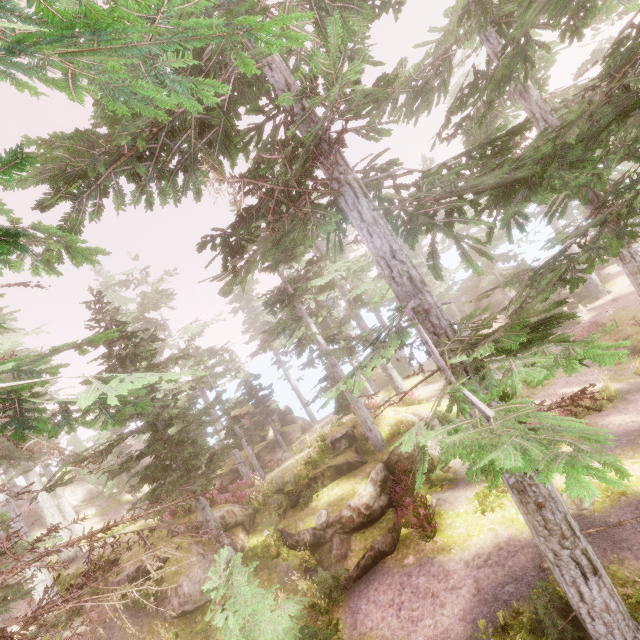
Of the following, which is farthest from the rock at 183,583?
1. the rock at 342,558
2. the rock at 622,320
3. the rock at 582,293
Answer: the rock at 582,293

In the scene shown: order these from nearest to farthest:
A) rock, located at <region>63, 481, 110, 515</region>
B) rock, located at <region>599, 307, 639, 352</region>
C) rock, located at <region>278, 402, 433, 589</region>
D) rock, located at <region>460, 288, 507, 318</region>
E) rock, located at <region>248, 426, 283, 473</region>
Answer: rock, located at <region>278, 402, 433, 589</region> → rock, located at <region>599, 307, 639, 352</region> → rock, located at <region>63, 481, 110, 515</region> → rock, located at <region>248, 426, 283, 473</region> → rock, located at <region>460, 288, 507, 318</region>

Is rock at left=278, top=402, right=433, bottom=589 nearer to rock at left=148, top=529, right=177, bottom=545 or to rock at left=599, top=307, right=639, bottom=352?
rock at left=148, top=529, right=177, bottom=545

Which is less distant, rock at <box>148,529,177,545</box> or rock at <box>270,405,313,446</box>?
rock at <box>148,529,177,545</box>

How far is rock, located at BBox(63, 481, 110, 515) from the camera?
28.6 meters

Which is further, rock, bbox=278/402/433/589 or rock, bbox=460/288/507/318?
rock, bbox=460/288/507/318

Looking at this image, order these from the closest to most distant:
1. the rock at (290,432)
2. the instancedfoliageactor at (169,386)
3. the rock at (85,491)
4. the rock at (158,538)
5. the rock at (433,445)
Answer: the instancedfoliageactor at (169,386) → the rock at (158,538) → the rock at (433,445) → the rock at (85,491) → the rock at (290,432)

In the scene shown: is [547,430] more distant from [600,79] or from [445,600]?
[445,600]
